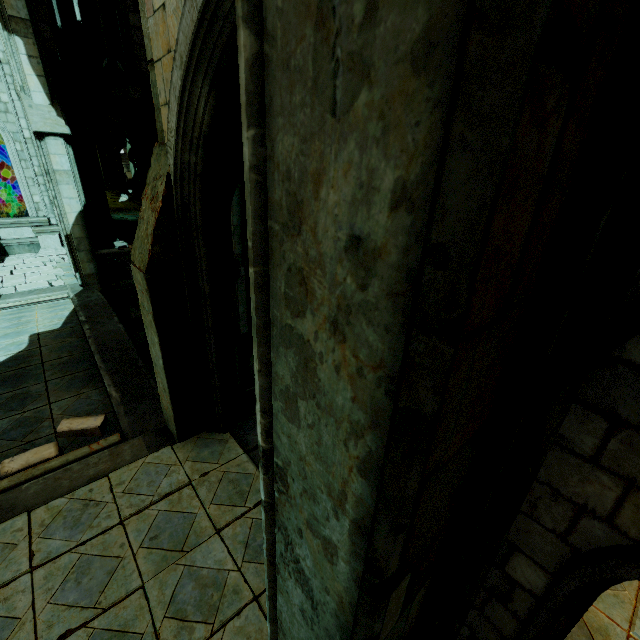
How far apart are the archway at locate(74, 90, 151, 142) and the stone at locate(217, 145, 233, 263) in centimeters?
1423cm

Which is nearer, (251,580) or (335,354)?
(335,354)

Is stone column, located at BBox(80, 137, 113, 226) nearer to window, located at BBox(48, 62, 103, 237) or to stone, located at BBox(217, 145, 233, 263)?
window, located at BBox(48, 62, 103, 237)

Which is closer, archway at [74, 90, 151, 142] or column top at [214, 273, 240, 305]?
column top at [214, 273, 240, 305]

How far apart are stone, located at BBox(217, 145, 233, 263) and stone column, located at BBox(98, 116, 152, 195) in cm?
2338

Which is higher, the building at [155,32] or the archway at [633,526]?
the building at [155,32]

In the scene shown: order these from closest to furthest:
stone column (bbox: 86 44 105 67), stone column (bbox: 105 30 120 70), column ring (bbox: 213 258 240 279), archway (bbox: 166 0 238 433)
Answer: archway (bbox: 166 0 238 433)
column ring (bbox: 213 258 240 279)
stone column (bbox: 105 30 120 70)
stone column (bbox: 86 44 105 67)

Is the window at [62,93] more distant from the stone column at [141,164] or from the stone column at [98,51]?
the stone column at [98,51]
